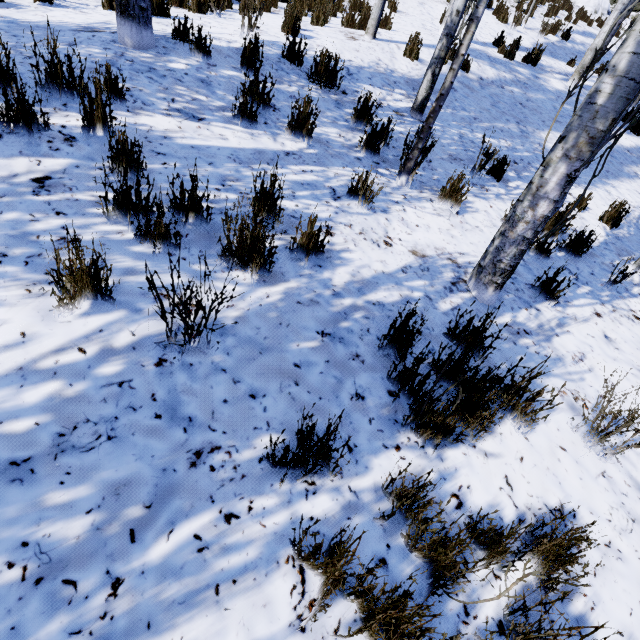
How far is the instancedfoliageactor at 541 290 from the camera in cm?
311

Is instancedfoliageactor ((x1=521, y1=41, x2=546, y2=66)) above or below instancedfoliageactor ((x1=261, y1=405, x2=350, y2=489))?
above

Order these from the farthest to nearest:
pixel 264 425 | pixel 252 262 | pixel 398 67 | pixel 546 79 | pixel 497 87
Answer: pixel 546 79 < pixel 497 87 < pixel 398 67 < pixel 252 262 < pixel 264 425

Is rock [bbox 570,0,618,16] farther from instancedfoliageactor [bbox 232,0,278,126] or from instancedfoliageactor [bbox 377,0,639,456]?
instancedfoliageactor [bbox 232,0,278,126]

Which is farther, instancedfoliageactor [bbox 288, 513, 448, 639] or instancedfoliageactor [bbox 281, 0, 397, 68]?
instancedfoliageactor [bbox 281, 0, 397, 68]

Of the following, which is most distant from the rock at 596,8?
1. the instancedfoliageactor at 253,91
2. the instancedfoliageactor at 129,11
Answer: the instancedfoliageactor at 253,91
